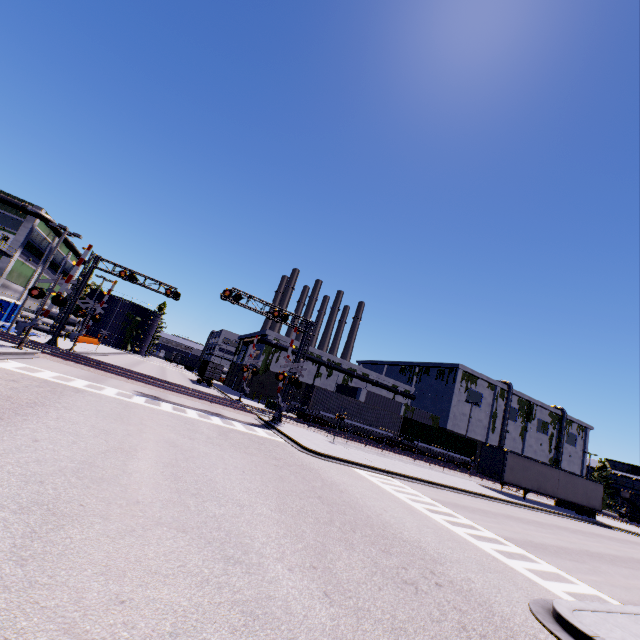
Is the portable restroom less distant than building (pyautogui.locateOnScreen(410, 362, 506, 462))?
Yes

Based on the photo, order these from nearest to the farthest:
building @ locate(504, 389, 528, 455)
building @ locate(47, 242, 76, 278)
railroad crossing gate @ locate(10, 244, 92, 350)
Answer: railroad crossing gate @ locate(10, 244, 92, 350) < building @ locate(47, 242, 76, 278) < building @ locate(504, 389, 528, 455)

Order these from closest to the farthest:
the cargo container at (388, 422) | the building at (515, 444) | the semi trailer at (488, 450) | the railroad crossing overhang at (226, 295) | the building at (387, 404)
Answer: the railroad crossing overhang at (226, 295) → the semi trailer at (488, 450) → the cargo container at (388, 422) → the building at (387, 404) → the building at (515, 444)

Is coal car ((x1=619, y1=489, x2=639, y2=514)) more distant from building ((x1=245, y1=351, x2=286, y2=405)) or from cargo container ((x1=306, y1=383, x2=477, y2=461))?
cargo container ((x1=306, y1=383, x2=477, y2=461))

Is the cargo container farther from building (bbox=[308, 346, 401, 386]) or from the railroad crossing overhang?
the railroad crossing overhang

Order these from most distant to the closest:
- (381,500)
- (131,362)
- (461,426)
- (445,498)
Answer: A: (461,426), (131,362), (445,498), (381,500)

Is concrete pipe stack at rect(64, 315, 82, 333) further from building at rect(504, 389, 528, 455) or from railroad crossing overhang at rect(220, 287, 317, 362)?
railroad crossing overhang at rect(220, 287, 317, 362)

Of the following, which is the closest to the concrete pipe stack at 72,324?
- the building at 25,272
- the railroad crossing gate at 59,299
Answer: the building at 25,272
